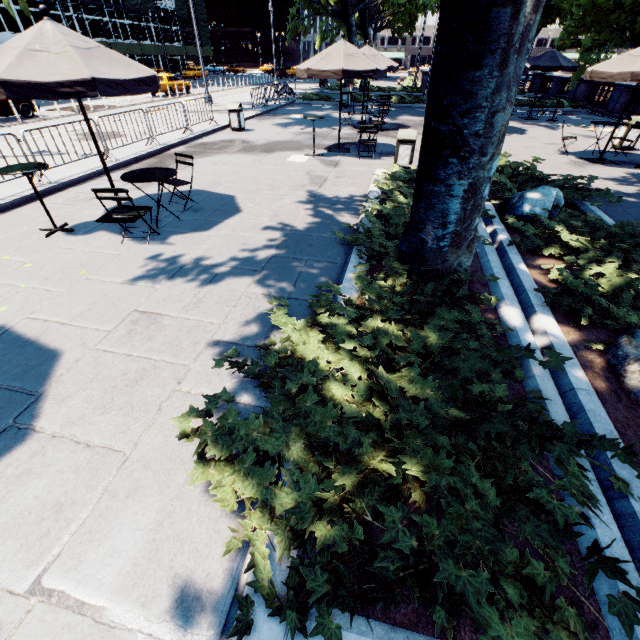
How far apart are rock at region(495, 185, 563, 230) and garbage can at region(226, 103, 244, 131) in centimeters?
1216cm

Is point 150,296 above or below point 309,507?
below

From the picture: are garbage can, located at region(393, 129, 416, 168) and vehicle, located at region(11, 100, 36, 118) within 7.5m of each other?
no

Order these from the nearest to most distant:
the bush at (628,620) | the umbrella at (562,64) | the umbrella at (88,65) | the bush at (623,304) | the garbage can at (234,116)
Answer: the bush at (628,620) → the bush at (623,304) → the umbrella at (88,65) → the garbage can at (234,116) → the umbrella at (562,64)

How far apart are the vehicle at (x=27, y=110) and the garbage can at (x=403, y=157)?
19.7 meters

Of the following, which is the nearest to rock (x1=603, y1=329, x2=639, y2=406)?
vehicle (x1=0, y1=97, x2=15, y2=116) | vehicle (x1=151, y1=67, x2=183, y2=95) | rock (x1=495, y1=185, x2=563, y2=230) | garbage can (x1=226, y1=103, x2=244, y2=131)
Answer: rock (x1=495, y1=185, x2=563, y2=230)

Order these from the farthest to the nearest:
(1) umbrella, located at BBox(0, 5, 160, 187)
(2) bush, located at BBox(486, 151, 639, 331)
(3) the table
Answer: (3) the table → (1) umbrella, located at BBox(0, 5, 160, 187) → (2) bush, located at BBox(486, 151, 639, 331)

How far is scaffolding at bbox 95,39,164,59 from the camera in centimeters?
4141cm
